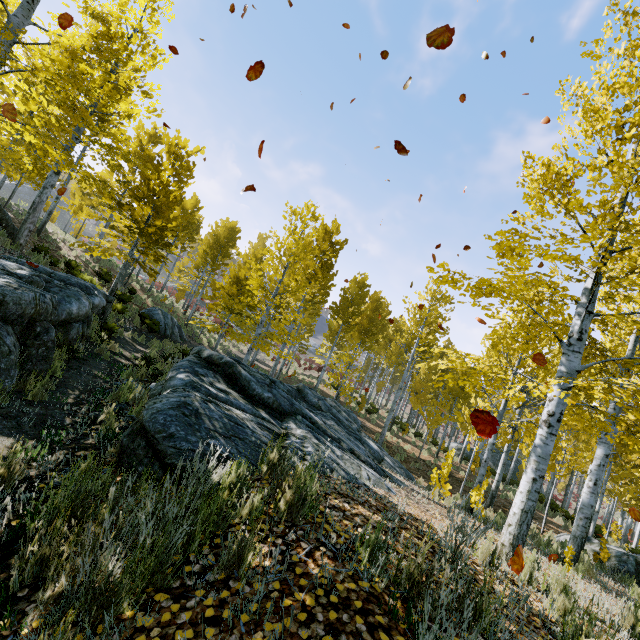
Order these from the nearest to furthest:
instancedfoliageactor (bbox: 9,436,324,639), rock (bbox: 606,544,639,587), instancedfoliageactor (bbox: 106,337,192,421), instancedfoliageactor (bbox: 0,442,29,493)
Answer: instancedfoliageactor (bbox: 9,436,324,639) < instancedfoliageactor (bbox: 0,442,29,493) < instancedfoliageactor (bbox: 106,337,192,421) < rock (bbox: 606,544,639,587)

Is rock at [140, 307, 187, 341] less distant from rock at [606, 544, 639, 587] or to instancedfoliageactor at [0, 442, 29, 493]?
instancedfoliageactor at [0, 442, 29, 493]

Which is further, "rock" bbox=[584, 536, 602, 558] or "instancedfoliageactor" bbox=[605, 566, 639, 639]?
"rock" bbox=[584, 536, 602, 558]

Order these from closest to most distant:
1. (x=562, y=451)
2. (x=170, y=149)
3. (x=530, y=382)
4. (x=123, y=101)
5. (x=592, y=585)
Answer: (x=530, y=382), (x=592, y=585), (x=123, y=101), (x=562, y=451), (x=170, y=149)

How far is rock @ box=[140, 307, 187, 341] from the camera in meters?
17.7

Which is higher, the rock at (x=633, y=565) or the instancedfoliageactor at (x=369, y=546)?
the instancedfoliageactor at (x=369, y=546)

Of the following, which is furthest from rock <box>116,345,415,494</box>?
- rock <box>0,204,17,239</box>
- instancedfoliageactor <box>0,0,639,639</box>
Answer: instancedfoliageactor <box>0,0,639,639</box>

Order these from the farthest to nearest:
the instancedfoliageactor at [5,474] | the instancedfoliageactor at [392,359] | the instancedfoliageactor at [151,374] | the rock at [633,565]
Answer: the rock at [633,565]
the instancedfoliageactor at [151,374]
the instancedfoliageactor at [392,359]
the instancedfoliageactor at [5,474]
